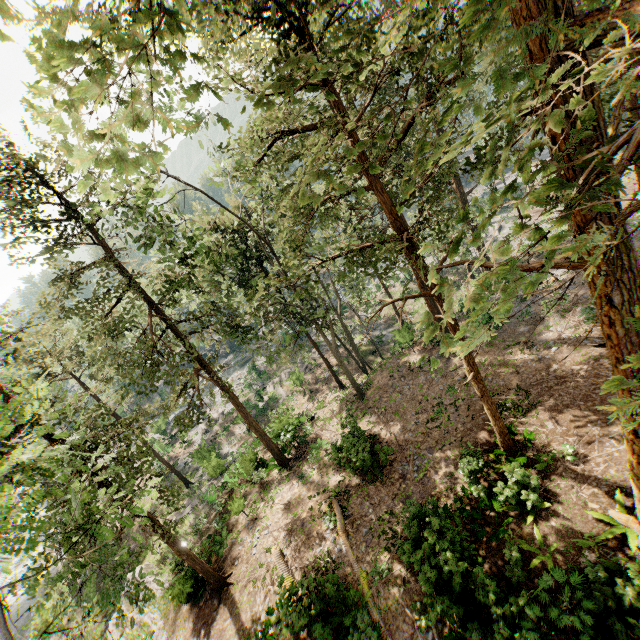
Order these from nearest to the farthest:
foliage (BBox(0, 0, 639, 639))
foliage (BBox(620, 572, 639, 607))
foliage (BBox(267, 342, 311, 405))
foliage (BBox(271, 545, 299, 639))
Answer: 1. foliage (BBox(0, 0, 639, 639))
2. foliage (BBox(620, 572, 639, 607))
3. foliage (BBox(271, 545, 299, 639))
4. foliage (BBox(267, 342, 311, 405))

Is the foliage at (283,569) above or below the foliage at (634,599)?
below

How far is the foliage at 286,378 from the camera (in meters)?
29.62

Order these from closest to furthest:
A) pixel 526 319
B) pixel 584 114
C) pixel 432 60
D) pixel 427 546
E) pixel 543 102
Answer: pixel 584 114 → pixel 543 102 → pixel 432 60 → pixel 427 546 → pixel 526 319

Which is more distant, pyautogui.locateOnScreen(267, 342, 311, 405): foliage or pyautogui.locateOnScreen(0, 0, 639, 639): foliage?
pyautogui.locateOnScreen(267, 342, 311, 405): foliage

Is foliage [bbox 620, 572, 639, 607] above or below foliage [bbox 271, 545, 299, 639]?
above
